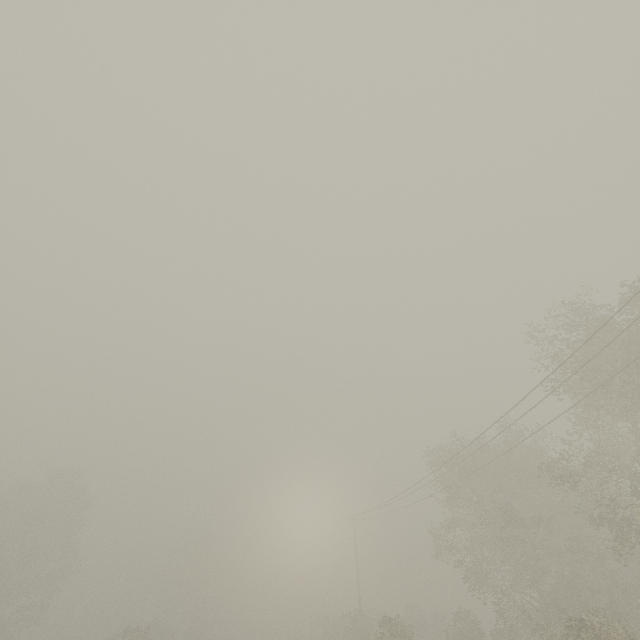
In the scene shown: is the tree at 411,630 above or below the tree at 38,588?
below

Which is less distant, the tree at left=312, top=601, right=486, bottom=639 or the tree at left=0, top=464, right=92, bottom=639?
the tree at left=312, top=601, right=486, bottom=639

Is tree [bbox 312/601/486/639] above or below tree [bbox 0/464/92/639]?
below

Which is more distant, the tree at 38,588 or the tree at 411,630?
the tree at 38,588

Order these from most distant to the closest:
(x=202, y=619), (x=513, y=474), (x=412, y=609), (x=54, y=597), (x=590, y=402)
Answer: (x=202, y=619), (x=412, y=609), (x=54, y=597), (x=513, y=474), (x=590, y=402)
